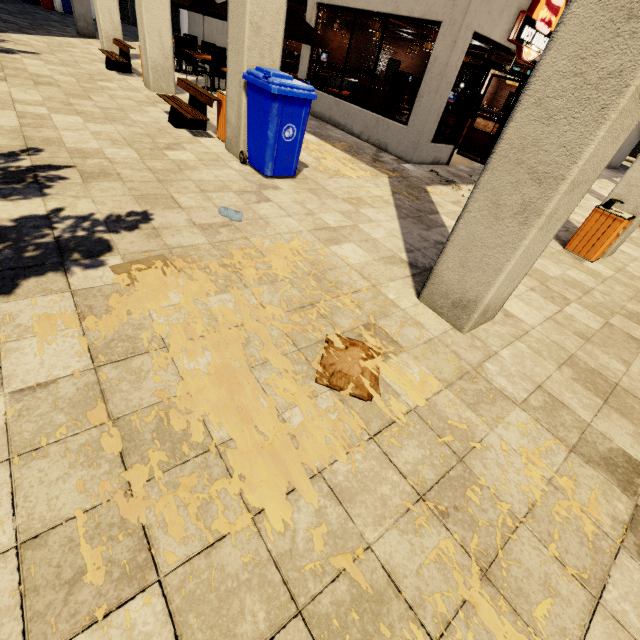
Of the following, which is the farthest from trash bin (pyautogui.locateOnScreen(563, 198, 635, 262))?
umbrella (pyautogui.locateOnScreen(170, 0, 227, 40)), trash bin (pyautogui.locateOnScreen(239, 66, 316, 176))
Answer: umbrella (pyautogui.locateOnScreen(170, 0, 227, 40))

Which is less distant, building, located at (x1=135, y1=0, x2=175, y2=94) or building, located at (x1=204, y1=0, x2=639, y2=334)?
building, located at (x1=204, y1=0, x2=639, y2=334)

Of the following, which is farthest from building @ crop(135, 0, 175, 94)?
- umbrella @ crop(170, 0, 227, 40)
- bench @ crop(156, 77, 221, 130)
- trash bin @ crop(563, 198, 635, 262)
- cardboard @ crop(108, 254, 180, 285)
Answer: cardboard @ crop(108, 254, 180, 285)

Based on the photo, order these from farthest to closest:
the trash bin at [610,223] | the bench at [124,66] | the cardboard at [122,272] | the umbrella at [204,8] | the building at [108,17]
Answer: the building at [108,17], the umbrella at [204,8], the bench at [124,66], the trash bin at [610,223], the cardboard at [122,272]

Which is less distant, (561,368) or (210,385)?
(210,385)

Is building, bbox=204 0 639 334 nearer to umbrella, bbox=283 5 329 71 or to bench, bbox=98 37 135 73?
umbrella, bbox=283 5 329 71

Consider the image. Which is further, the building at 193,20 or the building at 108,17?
the building at 193,20

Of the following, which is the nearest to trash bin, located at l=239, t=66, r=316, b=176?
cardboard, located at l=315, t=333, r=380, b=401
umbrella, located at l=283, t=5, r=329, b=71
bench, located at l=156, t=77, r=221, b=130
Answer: bench, located at l=156, t=77, r=221, b=130
